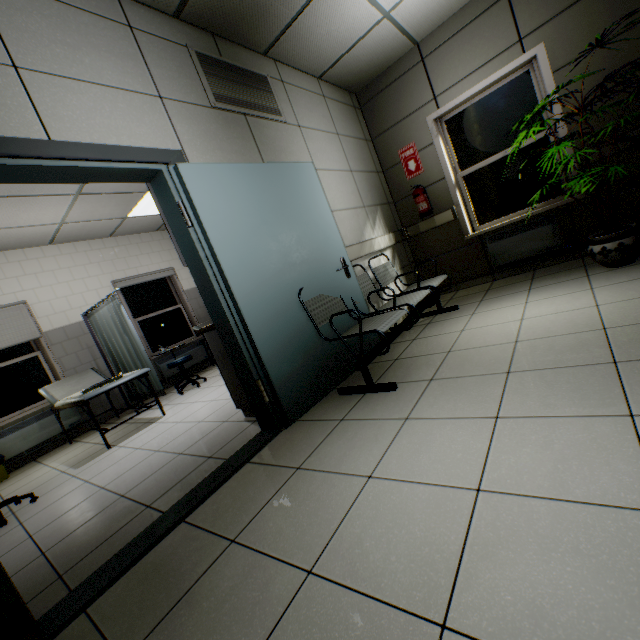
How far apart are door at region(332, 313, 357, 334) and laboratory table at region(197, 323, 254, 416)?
0.2 meters

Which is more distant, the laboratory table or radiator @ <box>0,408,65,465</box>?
radiator @ <box>0,408,65,465</box>

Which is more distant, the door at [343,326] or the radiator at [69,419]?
the radiator at [69,419]

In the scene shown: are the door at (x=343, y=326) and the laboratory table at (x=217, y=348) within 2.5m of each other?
yes

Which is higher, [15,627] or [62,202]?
[62,202]

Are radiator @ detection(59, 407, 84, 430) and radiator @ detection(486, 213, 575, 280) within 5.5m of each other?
no

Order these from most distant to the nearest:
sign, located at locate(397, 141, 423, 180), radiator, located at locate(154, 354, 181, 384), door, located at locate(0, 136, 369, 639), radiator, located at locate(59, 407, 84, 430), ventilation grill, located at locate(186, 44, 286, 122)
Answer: radiator, located at locate(154, 354, 181, 384)
radiator, located at locate(59, 407, 84, 430)
sign, located at locate(397, 141, 423, 180)
ventilation grill, located at locate(186, 44, 286, 122)
door, located at locate(0, 136, 369, 639)

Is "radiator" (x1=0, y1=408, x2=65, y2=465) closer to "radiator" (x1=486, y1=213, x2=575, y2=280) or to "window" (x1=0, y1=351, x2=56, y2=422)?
"window" (x1=0, y1=351, x2=56, y2=422)
